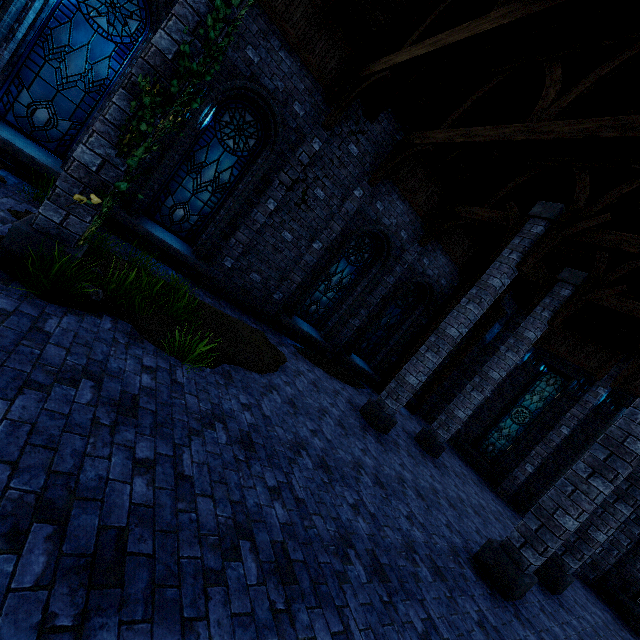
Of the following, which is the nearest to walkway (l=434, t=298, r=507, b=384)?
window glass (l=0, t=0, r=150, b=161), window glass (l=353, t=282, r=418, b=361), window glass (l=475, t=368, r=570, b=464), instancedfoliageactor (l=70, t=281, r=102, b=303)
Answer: window glass (l=353, t=282, r=418, b=361)

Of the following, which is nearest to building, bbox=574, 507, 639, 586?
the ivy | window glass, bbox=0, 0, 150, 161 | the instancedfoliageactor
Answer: the ivy

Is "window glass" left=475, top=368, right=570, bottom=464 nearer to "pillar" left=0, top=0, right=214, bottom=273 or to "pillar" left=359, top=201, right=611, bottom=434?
"pillar" left=359, top=201, right=611, bottom=434

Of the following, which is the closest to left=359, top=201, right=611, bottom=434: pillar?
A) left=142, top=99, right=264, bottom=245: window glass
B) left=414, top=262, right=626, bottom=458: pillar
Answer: left=414, top=262, right=626, bottom=458: pillar

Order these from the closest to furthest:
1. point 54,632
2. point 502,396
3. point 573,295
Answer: point 54,632
point 573,295
point 502,396

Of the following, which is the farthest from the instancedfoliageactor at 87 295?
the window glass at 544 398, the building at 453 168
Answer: the window glass at 544 398

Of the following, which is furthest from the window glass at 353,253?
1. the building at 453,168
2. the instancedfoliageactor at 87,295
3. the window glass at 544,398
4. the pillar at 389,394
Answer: the window glass at 544,398

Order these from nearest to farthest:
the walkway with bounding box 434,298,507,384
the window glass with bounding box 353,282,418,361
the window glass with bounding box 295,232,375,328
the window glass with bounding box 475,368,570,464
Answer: the window glass with bounding box 295,232,375,328, the window glass with bounding box 353,282,418,361, the window glass with bounding box 475,368,570,464, the walkway with bounding box 434,298,507,384
